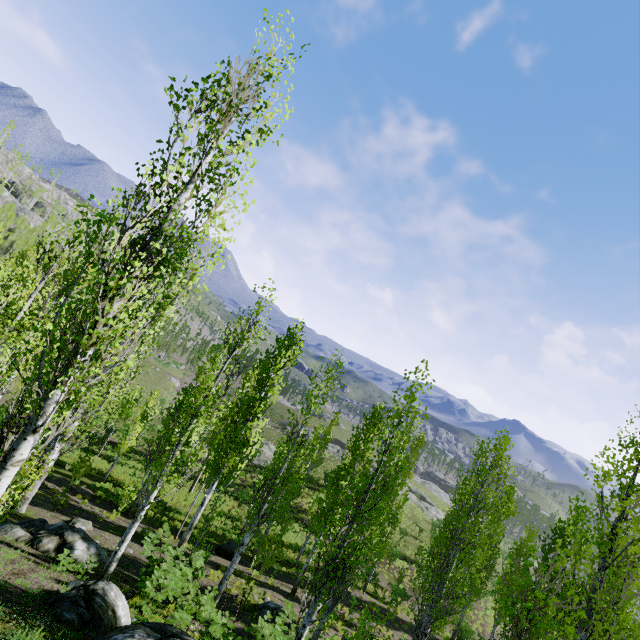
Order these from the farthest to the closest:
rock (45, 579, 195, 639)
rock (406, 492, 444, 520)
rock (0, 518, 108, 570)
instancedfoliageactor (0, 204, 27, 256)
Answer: rock (406, 492, 444, 520)
instancedfoliageactor (0, 204, 27, 256)
rock (0, 518, 108, 570)
rock (45, 579, 195, 639)

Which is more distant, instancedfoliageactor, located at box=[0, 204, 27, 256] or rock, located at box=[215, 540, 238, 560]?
instancedfoliageactor, located at box=[0, 204, 27, 256]

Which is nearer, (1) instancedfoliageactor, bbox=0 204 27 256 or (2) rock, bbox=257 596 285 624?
(2) rock, bbox=257 596 285 624

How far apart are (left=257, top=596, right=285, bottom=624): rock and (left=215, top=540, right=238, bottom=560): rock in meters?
4.7 m

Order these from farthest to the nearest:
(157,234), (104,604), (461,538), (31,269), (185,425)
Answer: (31,269) → (461,538) → (185,425) → (104,604) → (157,234)

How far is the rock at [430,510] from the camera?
51.5m

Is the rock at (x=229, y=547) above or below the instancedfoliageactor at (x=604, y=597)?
below

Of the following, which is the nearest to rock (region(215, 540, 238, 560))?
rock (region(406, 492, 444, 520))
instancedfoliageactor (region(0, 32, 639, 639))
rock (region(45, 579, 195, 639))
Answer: instancedfoliageactor (region(0, 32, 639, 639))
